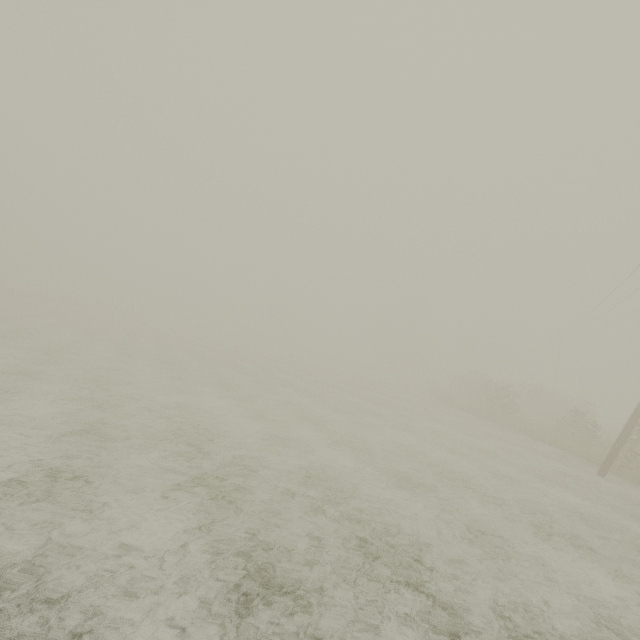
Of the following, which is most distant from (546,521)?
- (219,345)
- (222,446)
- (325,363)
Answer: (325,363)
